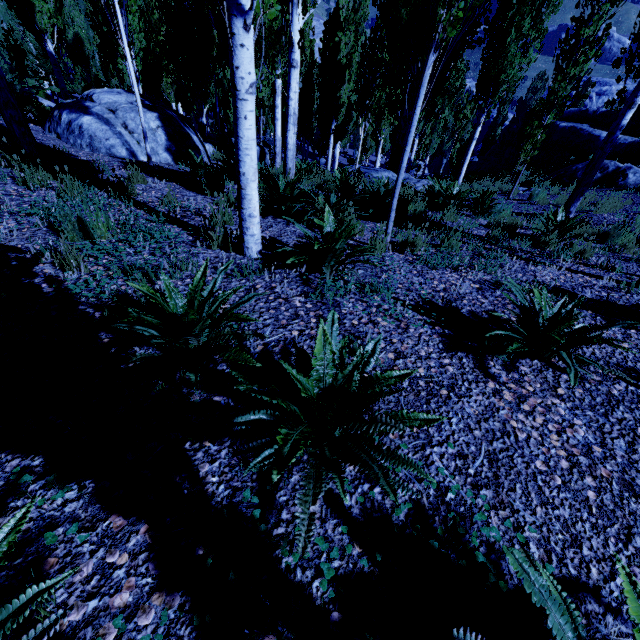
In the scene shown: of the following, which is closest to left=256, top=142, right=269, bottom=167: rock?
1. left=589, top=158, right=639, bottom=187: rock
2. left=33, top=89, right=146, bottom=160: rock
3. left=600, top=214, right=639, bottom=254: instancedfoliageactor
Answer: left=33, top=89, right=146, bottom=160: rock

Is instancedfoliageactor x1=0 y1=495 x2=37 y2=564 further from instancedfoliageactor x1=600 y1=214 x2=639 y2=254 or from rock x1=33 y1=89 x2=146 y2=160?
instancedfoliageactor x1=600 y1=214 x2=639 y2=254

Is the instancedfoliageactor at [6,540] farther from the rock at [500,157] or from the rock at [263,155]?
the rock at [500,157]

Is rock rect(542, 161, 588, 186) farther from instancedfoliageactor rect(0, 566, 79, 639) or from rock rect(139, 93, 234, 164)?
rock rect(139, 93, 234, 164)

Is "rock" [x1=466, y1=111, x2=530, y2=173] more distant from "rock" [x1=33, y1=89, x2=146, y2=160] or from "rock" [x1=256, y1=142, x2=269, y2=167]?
"rock" [x1=33, y1=89, x2=146, y2=160]

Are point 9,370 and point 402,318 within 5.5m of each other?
yes

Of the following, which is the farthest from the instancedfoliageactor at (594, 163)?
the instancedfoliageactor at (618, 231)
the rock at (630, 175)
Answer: the instancedfoliageactor at (618, 231)

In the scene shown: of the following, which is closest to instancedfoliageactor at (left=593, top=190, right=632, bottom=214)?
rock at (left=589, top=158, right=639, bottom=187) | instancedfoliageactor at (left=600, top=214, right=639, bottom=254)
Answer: rock at (left=589, top=158, right=639, bottom=187)
